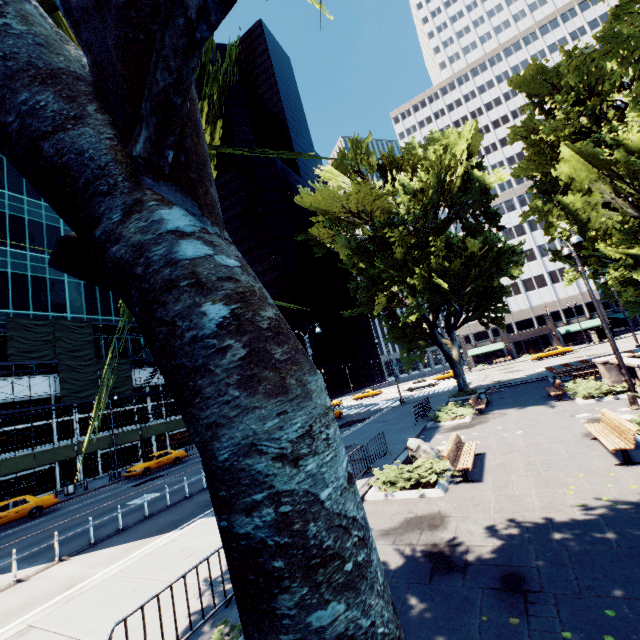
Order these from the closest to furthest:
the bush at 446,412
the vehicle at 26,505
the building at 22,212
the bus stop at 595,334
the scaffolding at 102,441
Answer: the bush at 446,412, the vehicle at 26,505, the scaffolding at 102,441, the building at 22,212, the bus stop at 595,334

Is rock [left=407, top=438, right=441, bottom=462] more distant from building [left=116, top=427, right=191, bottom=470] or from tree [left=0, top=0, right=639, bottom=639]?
building [left=116, top=427, right=191, bottom=470]

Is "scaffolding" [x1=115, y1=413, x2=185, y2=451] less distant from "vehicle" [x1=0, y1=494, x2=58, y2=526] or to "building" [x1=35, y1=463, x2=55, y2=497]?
"building" [x1=35, y1=463, x2=55, y2=497]

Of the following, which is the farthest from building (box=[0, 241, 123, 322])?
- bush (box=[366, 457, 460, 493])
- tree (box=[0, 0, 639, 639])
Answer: bush (box=[366, 457, 460, 493])

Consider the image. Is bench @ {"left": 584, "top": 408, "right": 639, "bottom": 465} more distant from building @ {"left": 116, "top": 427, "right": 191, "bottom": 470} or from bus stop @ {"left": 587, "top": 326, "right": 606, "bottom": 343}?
bus stop @ {"left": 587, "top": 326, "right": 606, "bottom": 343}

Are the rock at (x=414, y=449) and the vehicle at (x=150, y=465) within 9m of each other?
no

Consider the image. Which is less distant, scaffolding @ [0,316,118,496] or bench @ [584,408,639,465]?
bench @ [584,408,639,465]

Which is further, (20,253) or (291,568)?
(20,253)
